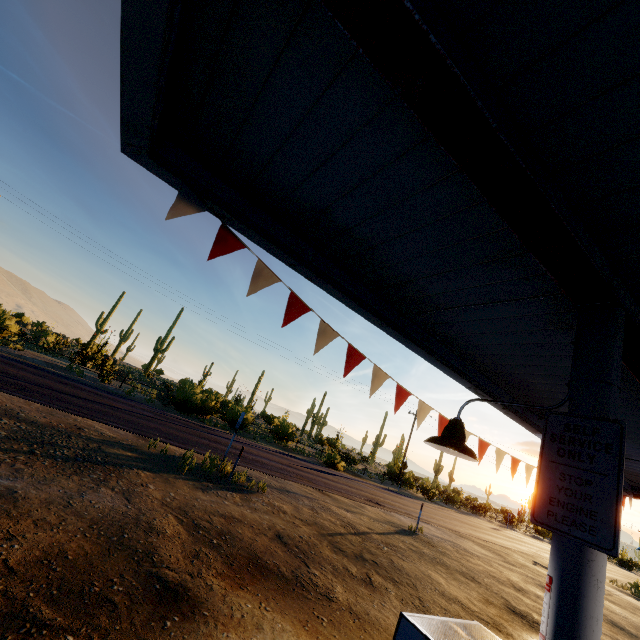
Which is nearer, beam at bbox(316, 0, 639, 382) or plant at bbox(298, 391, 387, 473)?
beam at bbox(316, 0, 639, 382)

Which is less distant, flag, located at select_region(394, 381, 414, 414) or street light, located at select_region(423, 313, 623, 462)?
street light, located at select_region(423, 313, 623, 462)

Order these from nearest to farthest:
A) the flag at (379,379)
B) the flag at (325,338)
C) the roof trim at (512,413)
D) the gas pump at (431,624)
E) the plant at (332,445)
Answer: the gas pump at (431,624)
the flag at (325,338)
the flag at (379,379)
the roof trim at (512,413)
the plant at (332,445)

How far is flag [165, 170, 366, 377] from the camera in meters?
3.1

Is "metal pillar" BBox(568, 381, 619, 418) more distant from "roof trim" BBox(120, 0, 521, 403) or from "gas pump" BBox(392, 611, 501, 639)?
"roof trim" BBox(120, 0, 521, 403)

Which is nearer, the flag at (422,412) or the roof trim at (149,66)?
the roof trim at (149,66)

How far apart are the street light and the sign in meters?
0.2

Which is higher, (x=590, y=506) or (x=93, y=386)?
(x=590, y=506)
